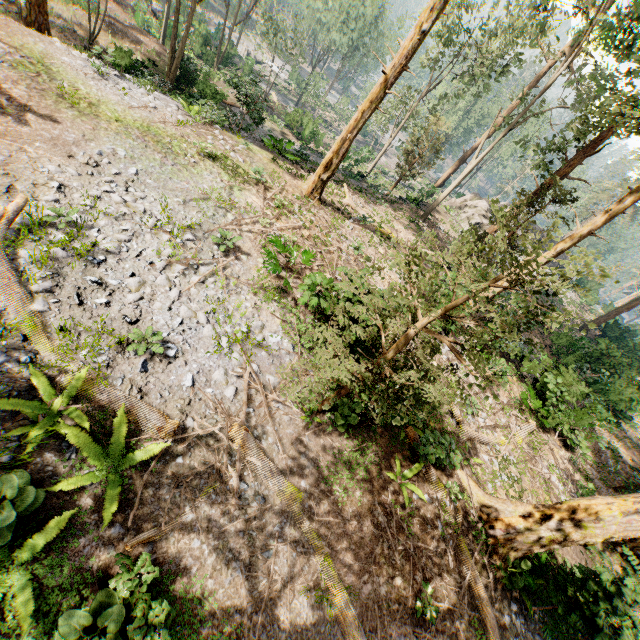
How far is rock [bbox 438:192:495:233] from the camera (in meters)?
31.42

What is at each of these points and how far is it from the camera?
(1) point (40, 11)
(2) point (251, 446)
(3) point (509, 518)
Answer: (1) foliage, 15.9m
(2) foliage, 7.4m
(3) foliage, 9.7m

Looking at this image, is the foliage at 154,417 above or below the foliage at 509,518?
below

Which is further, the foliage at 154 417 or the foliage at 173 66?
the foliage at 173 66

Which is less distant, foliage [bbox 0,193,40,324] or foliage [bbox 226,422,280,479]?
foliage [bbox 0,193,40,324]

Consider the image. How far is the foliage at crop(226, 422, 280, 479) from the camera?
7.22m
